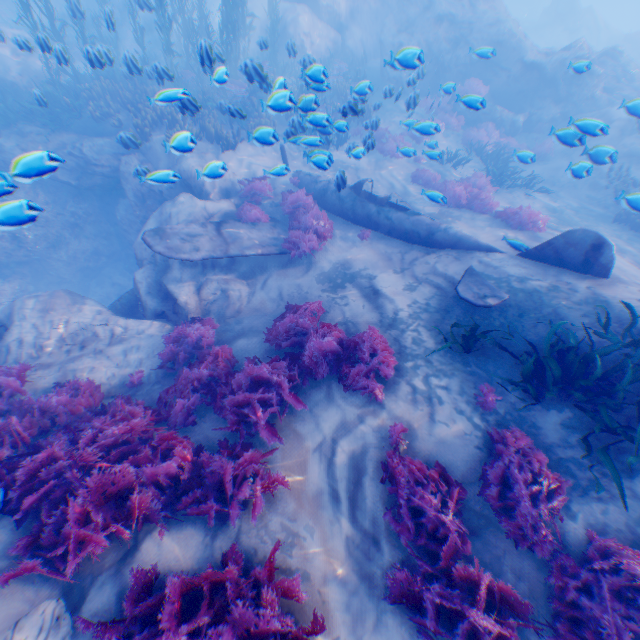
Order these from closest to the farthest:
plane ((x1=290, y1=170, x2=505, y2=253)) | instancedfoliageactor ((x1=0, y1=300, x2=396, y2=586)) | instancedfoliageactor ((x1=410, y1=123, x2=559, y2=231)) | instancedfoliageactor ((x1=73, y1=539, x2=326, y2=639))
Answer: instancedfoliageactor ((x1=73, y1=539, x2=326, y2=639)), instancedfoliageactor ((x1=0, y1=300, x2=396, y2=586)), plane ((x1=290, y1=170, x2=505, y2=253)), instancedfoliageactor ((x1=410, y1=123, x2=559, y2=231))

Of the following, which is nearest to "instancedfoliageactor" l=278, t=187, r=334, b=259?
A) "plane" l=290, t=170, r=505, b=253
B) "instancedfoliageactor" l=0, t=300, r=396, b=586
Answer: "plane" l=290, t=170, r=505, b=253

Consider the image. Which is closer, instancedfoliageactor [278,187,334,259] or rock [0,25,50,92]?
rock [0,25,50,92]

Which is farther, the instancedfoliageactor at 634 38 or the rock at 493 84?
the instancedfoliageactor at 634 38

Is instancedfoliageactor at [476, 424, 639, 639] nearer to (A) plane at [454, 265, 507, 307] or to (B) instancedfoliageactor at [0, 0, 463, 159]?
(A) plane at [454, 265, 507, 307]

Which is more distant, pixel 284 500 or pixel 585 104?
pixel 585 104

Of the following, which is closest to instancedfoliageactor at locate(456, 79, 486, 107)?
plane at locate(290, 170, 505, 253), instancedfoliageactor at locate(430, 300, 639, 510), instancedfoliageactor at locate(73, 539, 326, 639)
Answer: plane at locate(290, 170, 505, 253)

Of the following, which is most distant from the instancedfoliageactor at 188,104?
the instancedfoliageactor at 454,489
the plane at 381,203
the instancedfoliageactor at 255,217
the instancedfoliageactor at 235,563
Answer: the instancedfoliageactor at 454,489
